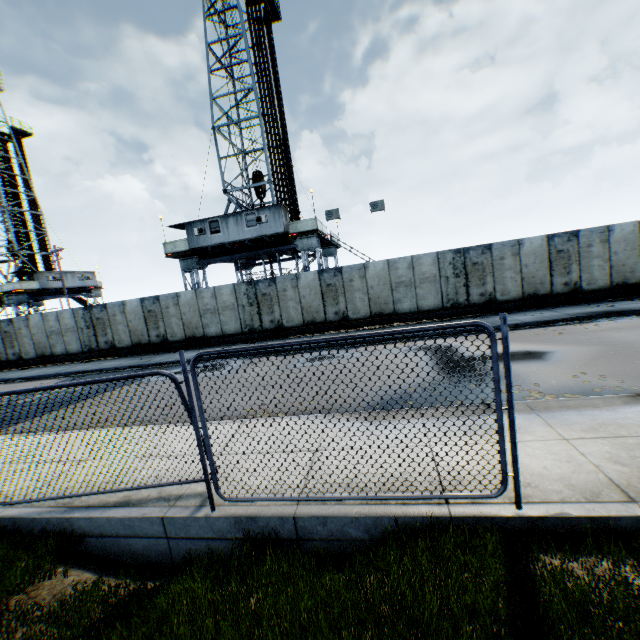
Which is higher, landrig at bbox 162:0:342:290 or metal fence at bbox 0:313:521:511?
landrig at bbox 162:0:342:290

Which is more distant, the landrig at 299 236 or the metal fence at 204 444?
the landrig at 299 236

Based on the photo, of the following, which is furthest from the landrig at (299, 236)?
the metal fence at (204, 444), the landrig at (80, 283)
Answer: the metal fence at (204, 444)

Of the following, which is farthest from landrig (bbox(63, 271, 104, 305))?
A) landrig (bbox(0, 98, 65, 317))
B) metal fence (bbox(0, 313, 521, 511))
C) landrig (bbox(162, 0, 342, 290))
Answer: metal fence (bbox(0, 313, 521, 511))

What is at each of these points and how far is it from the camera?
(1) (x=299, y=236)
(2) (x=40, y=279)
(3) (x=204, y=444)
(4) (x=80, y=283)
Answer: (1) landrig, 21.8m
(2) landrig, 33.0m
(3) metal fence, 4.5m
(4) landrig, 37.3m

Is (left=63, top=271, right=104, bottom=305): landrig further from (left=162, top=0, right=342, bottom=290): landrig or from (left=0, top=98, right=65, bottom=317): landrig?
(left=162, top=0, right=342, bottom=290): landrig

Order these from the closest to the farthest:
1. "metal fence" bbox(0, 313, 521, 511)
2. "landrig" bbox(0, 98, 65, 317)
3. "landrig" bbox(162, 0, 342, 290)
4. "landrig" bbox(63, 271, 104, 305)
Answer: "metal fence" bbox(0, 313, 521, 511) < "landrig" bbox(162, 0, 342, 290) < "landrig" bbox(0, 98, 65, 317) < "landrig" bbox(63, 271, 104, 305)
